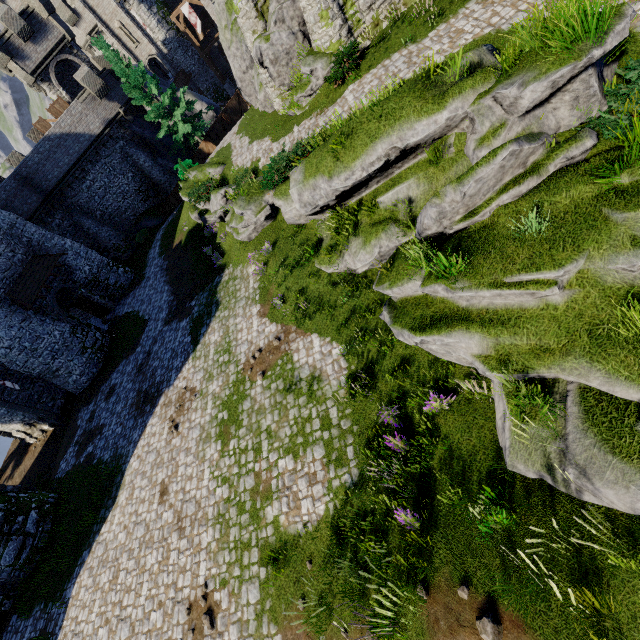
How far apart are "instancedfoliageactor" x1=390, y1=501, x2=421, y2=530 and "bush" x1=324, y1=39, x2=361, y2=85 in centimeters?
1628cm

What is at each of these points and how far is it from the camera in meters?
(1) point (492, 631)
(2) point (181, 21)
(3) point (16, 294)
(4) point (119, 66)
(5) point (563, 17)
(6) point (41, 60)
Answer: (1) instancedfoliageactor, 4.8 m
(2) walkway, 38.0 m
(3) awning, 21.5 m
(4) tree, 24.7 m
(5) instancedfoliageactor, 5.8 m
(6) building tower, 28.3 m

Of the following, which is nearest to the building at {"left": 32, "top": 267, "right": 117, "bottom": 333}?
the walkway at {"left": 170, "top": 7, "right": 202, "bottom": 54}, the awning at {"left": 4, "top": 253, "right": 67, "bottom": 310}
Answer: the awning at {"left": 4, "top": 253, "right": 67, "bottom": 310}

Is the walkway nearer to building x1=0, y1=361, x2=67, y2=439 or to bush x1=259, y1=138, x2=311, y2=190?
building x1=0, y1=361, x2=67, y2=439

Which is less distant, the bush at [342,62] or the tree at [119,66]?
the bush at [342,62]

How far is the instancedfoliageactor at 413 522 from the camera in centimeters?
662cm

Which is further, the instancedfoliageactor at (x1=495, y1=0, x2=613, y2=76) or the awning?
the awning

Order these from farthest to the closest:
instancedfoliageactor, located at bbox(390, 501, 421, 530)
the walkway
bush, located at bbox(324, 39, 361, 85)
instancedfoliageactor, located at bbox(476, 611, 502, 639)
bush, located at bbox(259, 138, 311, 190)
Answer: the walkway → bush, located at bbox(324, 39, 361, 85) → bush, located at bbox(259, 138, 311, 190) → instancedfoliageactor, located at bbox(390, 501, 421, 530) → instancedfoliageactor, located at bbox(476, 611, 502, 639)
